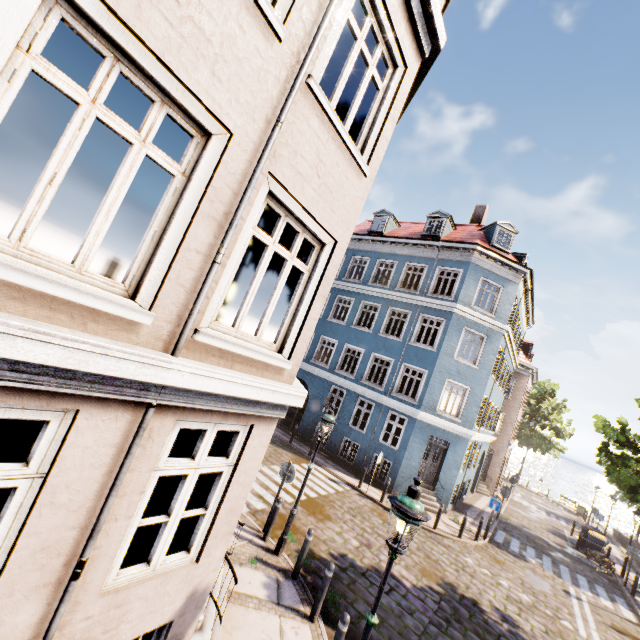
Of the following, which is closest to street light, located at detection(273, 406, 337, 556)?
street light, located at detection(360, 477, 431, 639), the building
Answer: the building

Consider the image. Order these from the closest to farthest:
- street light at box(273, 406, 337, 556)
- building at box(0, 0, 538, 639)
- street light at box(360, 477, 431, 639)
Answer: building at box(0, 0, 538, 639), street light at box(360, 477, 431, 639), street light at box(273, 406, 337, 556)

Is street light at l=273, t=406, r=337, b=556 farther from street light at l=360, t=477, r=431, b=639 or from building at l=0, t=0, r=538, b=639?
street light at l=360, t=477, r=431, b=639

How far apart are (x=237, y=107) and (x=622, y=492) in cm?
4180

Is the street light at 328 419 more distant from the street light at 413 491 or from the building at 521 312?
the street light at 413 491

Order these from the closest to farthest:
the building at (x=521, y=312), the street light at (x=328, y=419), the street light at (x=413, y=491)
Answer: the building at (x=521, y=312)
the street light at (x=413, y=491)
the street light at (x=328, y=419)
